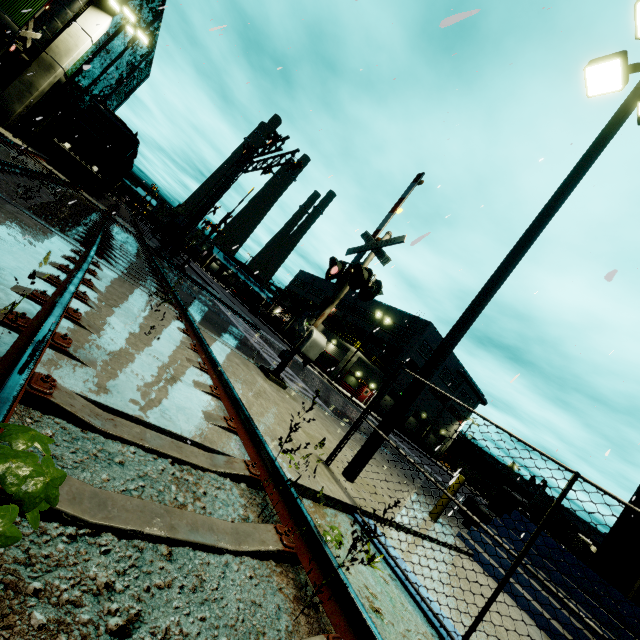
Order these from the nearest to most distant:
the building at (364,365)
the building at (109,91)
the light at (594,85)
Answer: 1. the light at (594,85)
2. the building at (109,91)
3. the building at (364,365)

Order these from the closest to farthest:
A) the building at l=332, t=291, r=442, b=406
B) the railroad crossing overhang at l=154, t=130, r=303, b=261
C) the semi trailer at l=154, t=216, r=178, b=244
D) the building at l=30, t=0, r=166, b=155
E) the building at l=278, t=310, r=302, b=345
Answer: the railroad crossing overhang at l=154, t=130, r=303, b=261
the building at l=30, t=0, r=166, b=155
the building at l=332, t=291, r=442, b=406
the semi trailer at l=154, t=216, r=178, b=244
the building at l=278, t=310, r=302, b=345

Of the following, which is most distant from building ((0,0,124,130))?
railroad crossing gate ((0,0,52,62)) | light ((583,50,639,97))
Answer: railroad crossing gate ((0,0,52,62))

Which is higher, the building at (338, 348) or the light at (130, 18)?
the light at (130, 18)

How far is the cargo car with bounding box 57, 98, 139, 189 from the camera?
19.9m

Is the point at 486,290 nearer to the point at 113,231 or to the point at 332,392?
the point at 113,231

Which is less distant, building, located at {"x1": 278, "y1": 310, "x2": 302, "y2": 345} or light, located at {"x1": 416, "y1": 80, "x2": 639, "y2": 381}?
light, located at {"x1": 416, "y1": 80, "x2": 639, "y2": 381}

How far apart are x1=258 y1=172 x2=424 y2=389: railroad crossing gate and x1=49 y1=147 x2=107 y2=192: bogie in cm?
1995
